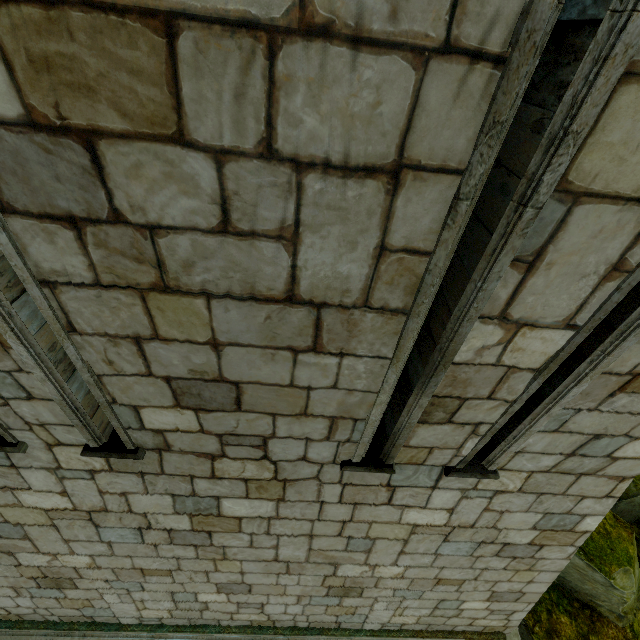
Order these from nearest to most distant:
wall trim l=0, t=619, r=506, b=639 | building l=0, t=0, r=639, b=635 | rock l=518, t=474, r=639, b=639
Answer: building l=0, t=0, r=639, b=635 → wall trim l=0, t=619, r=506, b=639 → rock l=518, t=474, r=639, b=639

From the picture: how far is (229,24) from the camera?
0.9 meters

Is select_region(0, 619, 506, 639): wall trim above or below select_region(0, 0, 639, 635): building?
below

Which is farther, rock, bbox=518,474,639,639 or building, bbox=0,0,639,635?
rock, bbox=518,474,639,639

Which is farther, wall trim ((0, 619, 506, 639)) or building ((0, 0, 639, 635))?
wall trim ((0, 619, 506, 639))

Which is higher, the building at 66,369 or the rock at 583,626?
the building at 66,369

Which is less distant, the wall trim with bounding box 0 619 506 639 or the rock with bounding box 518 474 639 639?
the wall trim with bounding box 0 619 506 639

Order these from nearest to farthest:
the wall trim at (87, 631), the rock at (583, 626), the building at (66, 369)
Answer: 1. the building at (66, 369)
2. the wall trim at (87, 631)
3. the rock at (583, 626)
